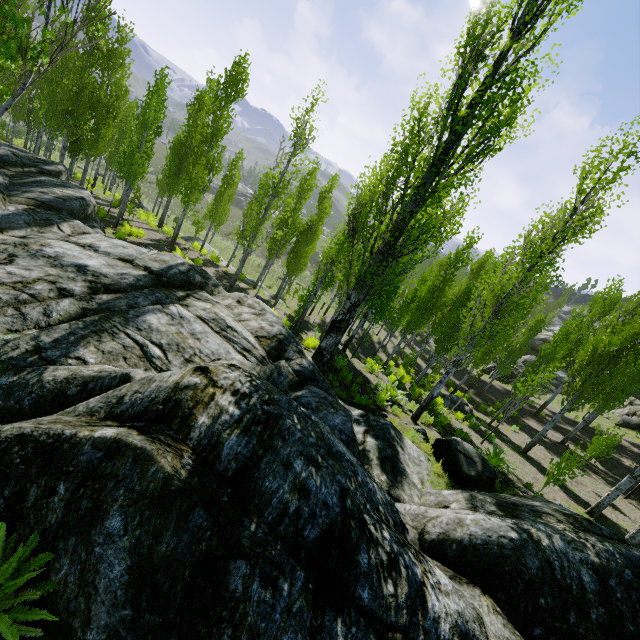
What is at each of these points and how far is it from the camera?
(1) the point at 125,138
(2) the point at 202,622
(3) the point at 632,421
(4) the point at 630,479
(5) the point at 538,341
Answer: (1) instancedfoliageactor, 27.4 meters
(2) rock, 2.6 meters
(3) rock, 24.5 meters
(4) instancedfoliageactor, 10.3 meters
(5) rock, 39.9 meters

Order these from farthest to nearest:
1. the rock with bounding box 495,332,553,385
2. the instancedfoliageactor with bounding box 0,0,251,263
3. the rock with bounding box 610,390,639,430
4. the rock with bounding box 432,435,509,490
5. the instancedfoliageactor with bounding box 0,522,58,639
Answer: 1. the rock with bounding box 495,332,553,385
2. the rock with bounding box 610,390,639,430
3. the rock with bounding box 432,435,509,490
4. the instancedfoliageactor with bounding box 0,0,251,263
5. the instancedfoliageactor with bounding box 0,522,58,639

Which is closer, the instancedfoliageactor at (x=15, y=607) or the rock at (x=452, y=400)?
the instancedfoliageactor at (x=15, y=607)

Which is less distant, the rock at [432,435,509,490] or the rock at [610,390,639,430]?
the rock at [432,435,509,490]

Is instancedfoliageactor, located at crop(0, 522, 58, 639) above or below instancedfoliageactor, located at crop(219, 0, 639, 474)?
below

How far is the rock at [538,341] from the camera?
34.69m

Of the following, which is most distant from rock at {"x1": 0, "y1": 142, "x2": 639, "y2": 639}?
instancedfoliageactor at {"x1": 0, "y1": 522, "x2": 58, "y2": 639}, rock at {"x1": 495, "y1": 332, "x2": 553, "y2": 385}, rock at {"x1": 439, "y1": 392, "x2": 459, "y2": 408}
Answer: rock at {"x1": 439, "y1": 392, "x2": 459, "y2": 408}

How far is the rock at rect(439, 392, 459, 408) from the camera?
19.16m
